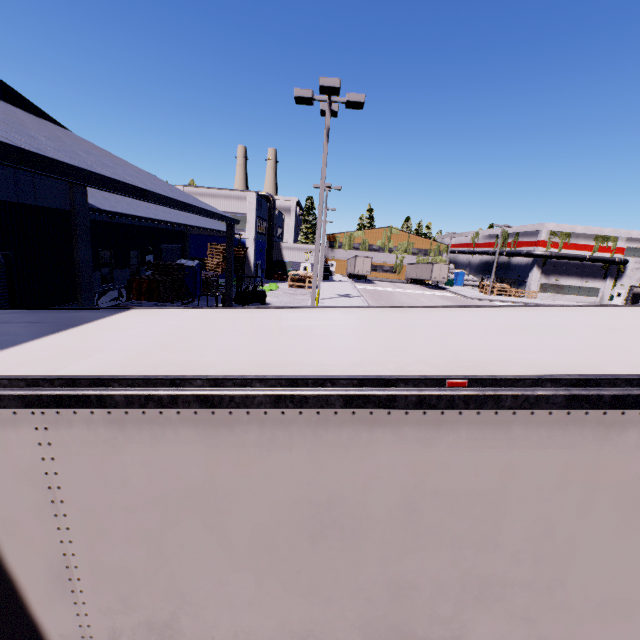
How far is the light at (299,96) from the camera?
10.37m

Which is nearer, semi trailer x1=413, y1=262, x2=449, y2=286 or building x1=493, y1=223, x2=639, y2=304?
building x1=493, y1=223, x2=639, y2=304

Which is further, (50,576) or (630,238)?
(630,238)

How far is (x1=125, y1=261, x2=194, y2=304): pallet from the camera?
20.5m

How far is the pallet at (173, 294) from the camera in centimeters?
2047cm

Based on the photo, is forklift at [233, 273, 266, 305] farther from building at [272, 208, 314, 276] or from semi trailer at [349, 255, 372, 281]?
semi trailer at [349, 255, 372, 281]

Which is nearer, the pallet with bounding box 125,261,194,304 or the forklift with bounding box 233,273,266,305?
the pallet with bounding box 125,261,194,304

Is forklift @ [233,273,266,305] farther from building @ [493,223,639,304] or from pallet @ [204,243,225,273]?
building @ [493,223,639,304]
